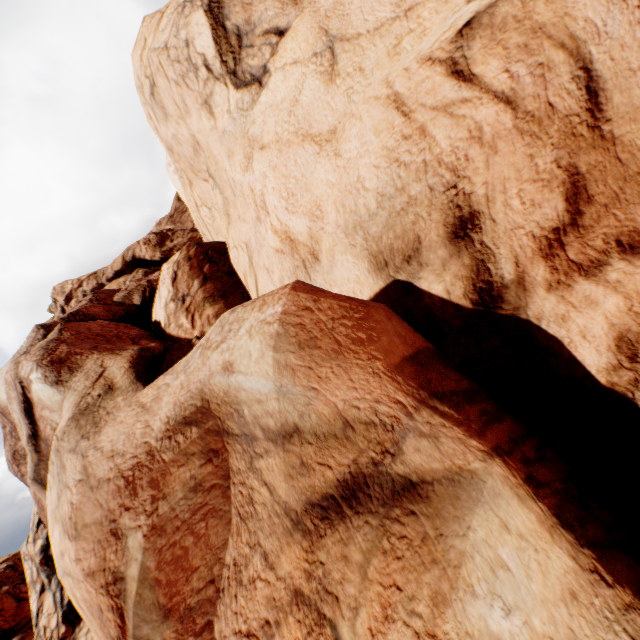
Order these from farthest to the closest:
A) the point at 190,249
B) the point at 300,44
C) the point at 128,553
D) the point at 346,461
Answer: the point at 190,249 < the point at 300,44 < the point at 128,553 < the point at 346,461
